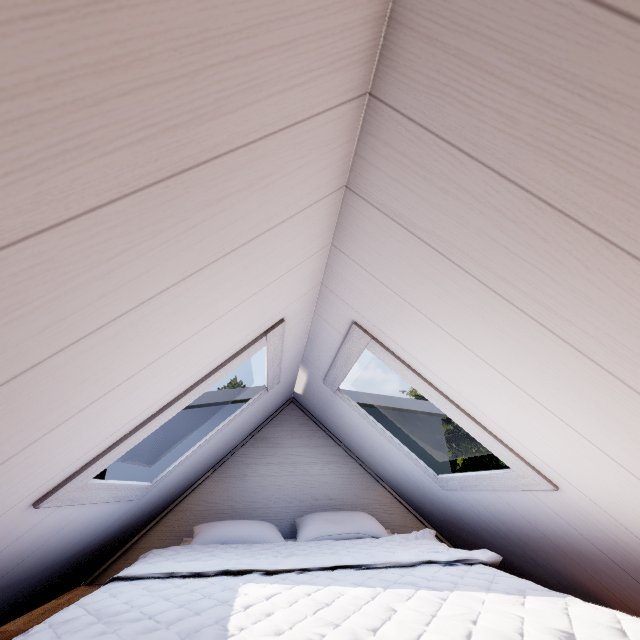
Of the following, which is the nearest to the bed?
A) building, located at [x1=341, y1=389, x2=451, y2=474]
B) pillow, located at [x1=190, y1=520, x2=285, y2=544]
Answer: pillow, located at [x1=190, y1=520, x2=285, y2=544]

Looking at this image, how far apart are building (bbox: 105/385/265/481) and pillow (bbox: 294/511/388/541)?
0.87m

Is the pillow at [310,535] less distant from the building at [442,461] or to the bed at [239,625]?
the bed at [239,625]

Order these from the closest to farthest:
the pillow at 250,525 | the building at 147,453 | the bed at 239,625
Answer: the bed at 239,625 → the pillow at 250,525 → the building at 147,453

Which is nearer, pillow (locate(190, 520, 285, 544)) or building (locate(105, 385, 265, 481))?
pillow (locate(190, 520, 285, 544))

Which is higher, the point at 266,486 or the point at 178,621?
the point at 266,486

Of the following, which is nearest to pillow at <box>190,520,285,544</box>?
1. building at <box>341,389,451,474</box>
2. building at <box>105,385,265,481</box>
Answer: building at <box>105,385,265,481</box>

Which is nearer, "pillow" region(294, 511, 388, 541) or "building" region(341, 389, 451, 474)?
"pillow" region(294, 511, 388, 541)
